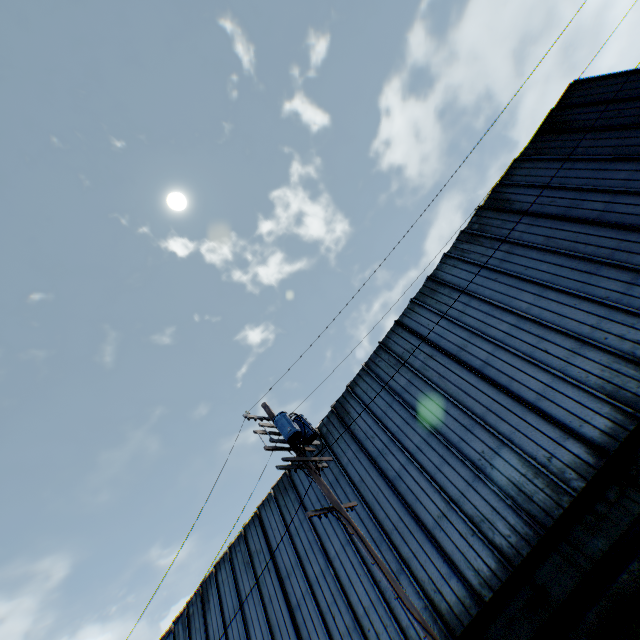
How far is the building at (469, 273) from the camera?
14.49m

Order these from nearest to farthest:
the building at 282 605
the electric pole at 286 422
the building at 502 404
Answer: the electric pole at 286 422
the building at 502 404
the building at 282 605

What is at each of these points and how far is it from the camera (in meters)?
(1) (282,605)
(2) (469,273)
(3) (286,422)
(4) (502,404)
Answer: (1) building, 14.33
(2) building, 15.07
(3) electric pole, 9.21
(4) building, 11.71

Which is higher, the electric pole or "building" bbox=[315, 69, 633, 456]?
"building" bbox=[315, 69, 633, 456]

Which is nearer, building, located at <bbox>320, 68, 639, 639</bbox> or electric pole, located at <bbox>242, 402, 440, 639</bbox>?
electric pole, located at <bbox>242, 402, 440, 639</bbox>

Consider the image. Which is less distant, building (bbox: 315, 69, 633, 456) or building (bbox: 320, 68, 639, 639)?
building (bbox: 320, 68, 639, 639)

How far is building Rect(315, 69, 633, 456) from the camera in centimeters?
1449cm
